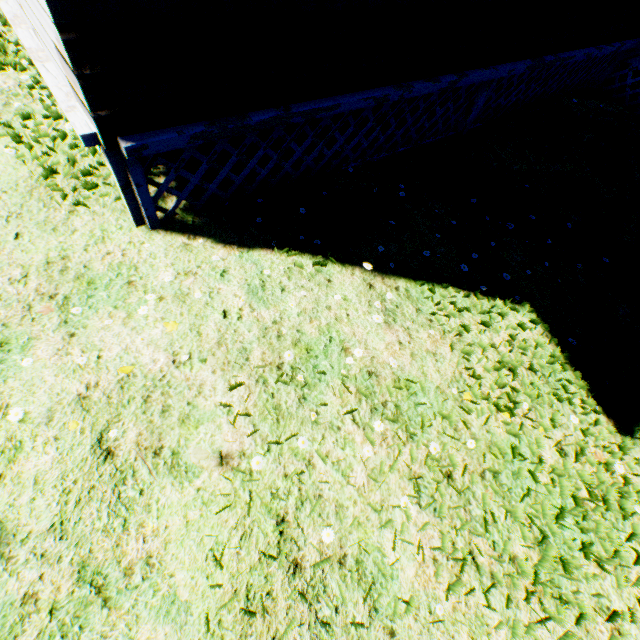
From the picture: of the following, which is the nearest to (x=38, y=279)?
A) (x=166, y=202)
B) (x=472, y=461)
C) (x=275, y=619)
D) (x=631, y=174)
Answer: (x=166, y=202)
